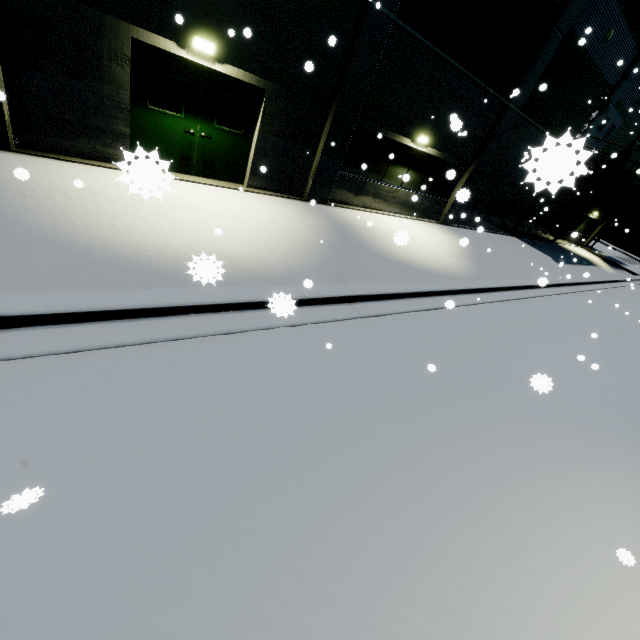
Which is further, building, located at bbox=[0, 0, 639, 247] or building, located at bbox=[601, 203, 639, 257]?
building, located at bbox=[601, 203, 639, 257]

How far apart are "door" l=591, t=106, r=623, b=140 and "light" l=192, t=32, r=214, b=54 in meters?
20.7

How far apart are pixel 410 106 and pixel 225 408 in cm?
1148

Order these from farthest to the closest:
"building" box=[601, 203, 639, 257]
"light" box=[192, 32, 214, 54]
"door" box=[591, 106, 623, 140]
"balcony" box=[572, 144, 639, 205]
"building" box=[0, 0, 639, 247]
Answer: "building" box=[601, 203, 639, 257]
"door" box=[591, 106, 623, 140]
"balcony" box=[572, 144, 639, 205]
"light" box=[192, 32, 214, 54]
"building" box=[0, 0, 639, 247]

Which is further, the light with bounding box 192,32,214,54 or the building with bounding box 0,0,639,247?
the light with bounding box 192,32,214,54

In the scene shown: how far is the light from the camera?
6.8 meters

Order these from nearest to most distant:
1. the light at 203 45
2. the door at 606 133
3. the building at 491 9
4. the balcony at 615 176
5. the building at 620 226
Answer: the building at 491 9 < the light at 203 45 < the balcony at 615 176 < the door at 606 133 < the building at 620 226

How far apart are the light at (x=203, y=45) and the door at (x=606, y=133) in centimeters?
2068cm
